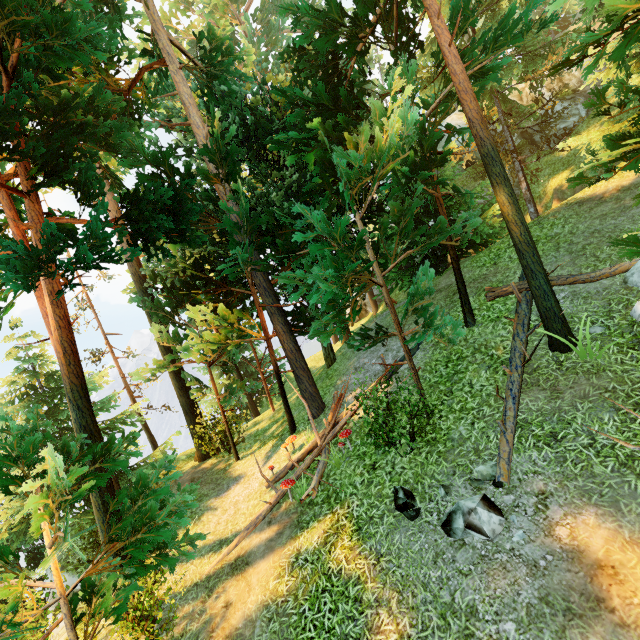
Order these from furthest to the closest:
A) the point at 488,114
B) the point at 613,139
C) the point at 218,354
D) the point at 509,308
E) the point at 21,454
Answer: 1. the point at 488,114
2. the point at 218,354
3. the point at 509,308
4. the point at 613,139
5. the point at 21,454

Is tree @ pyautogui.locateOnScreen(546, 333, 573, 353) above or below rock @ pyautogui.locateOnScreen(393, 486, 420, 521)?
above

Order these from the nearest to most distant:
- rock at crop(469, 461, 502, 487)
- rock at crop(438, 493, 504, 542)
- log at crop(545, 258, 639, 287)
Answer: rock at crop(438, 493, 504, 542), rock at crop(469, 461, 502, 487), log at crop(545, 258, 639, 287)

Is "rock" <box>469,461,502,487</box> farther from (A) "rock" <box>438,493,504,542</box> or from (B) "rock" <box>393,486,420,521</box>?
(B) "rock" <box>393,486,420,521</box>

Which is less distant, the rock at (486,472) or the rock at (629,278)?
the rock at (486,472)

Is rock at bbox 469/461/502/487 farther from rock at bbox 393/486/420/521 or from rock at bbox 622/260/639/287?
rock at bbox 622/260/639/287

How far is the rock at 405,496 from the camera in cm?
607

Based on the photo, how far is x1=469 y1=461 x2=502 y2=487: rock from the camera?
5.6 meters
